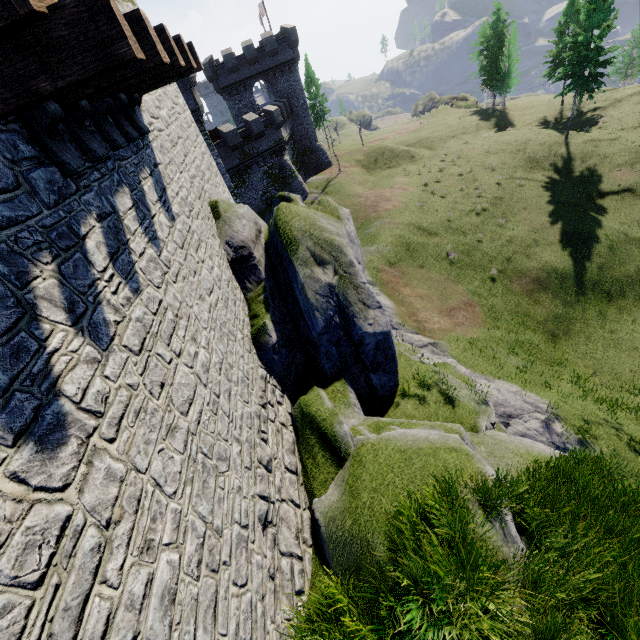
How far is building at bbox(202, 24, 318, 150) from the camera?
37.34m

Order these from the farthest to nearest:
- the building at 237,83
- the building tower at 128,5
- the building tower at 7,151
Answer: the building at 237,83 < the building tower at 128,5 < the building tower at 7,151

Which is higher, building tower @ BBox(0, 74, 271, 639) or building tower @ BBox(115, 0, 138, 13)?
building tower @ BBox(115, 0, 138, 13)

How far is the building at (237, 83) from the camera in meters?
37.3 m

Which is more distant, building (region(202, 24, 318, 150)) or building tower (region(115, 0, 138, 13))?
building (region(202, 24, 318, 150))

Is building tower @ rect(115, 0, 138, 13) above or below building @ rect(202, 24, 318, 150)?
above

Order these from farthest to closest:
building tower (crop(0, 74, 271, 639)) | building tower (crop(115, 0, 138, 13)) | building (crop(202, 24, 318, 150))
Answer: building (crop(202, 24, 318, 150)) < building tower (crop(115, 0, 138, 13)) < building tower (crop(0, 74, 271, 639))

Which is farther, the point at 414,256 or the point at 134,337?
the point at 414,256
